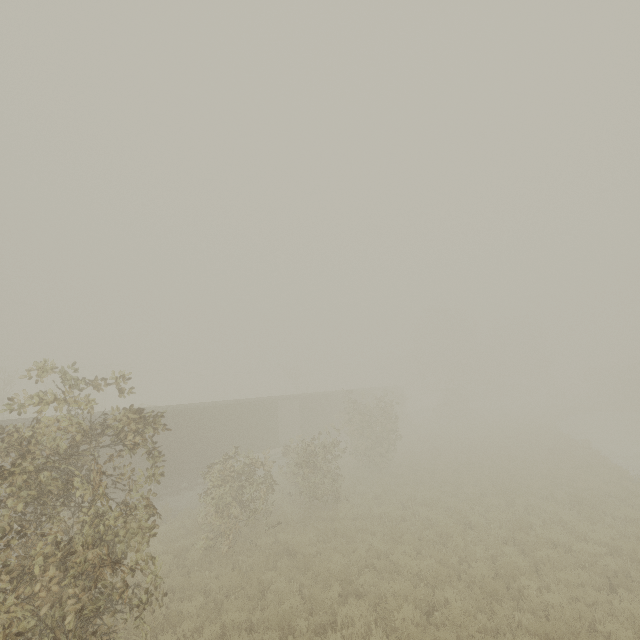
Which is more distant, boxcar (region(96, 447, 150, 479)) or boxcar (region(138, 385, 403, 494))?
boxcar (region(138, 385, 403, 494))

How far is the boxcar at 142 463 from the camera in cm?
1538

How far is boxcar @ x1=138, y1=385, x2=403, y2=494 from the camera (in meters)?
18.28

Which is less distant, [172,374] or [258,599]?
[258,599]
